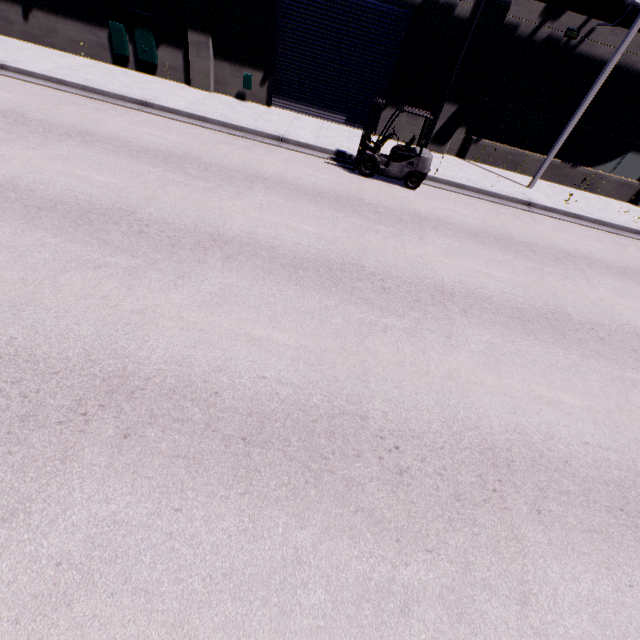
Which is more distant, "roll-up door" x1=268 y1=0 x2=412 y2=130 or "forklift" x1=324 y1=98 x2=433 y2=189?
"roll-up door" x1=268 y1=0 x2=412 y2=130

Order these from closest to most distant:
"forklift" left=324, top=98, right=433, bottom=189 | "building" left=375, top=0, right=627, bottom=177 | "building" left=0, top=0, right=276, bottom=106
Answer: "forklift" left=324, top=98, right=433, bottom=189 → "building" left=375, top=0, right=627, bottom=177 → "building" left=0, top=0, right=276, bottom=106

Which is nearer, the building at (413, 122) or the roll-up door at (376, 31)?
the roll-up door at (376, 31)

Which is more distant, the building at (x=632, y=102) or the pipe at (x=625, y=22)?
the building at (x=632, y=102)

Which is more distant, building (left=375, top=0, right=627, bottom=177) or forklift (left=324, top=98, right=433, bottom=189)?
building (left=375, top=0, right=627, bottom=177)

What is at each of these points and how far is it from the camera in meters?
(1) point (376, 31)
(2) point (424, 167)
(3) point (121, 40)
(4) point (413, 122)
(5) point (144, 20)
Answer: (1) roll-up door, 12.8
(2) forklift, 10.9
(3) electrical box, 13.4
(4) building, 14.6
(5) electrical box, 12.9

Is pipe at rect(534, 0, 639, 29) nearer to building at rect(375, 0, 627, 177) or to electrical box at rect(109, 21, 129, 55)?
building at rect(375, 0, 627, 177)

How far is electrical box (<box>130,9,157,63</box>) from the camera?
12.8m
